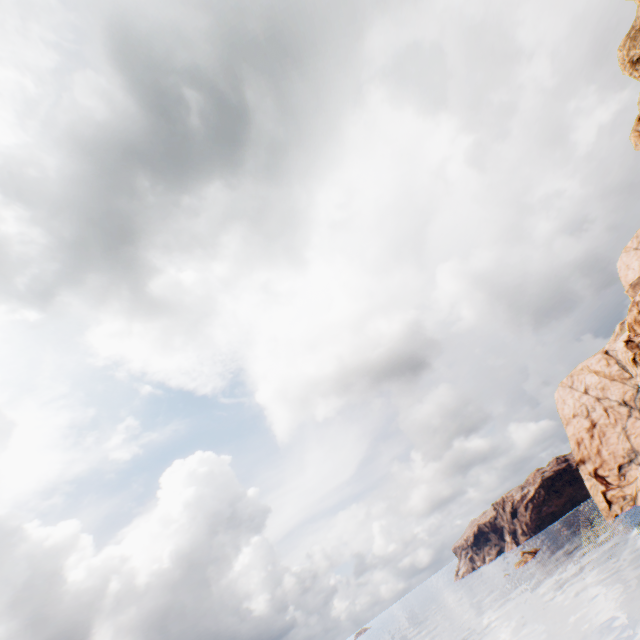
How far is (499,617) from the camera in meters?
58.0 m
